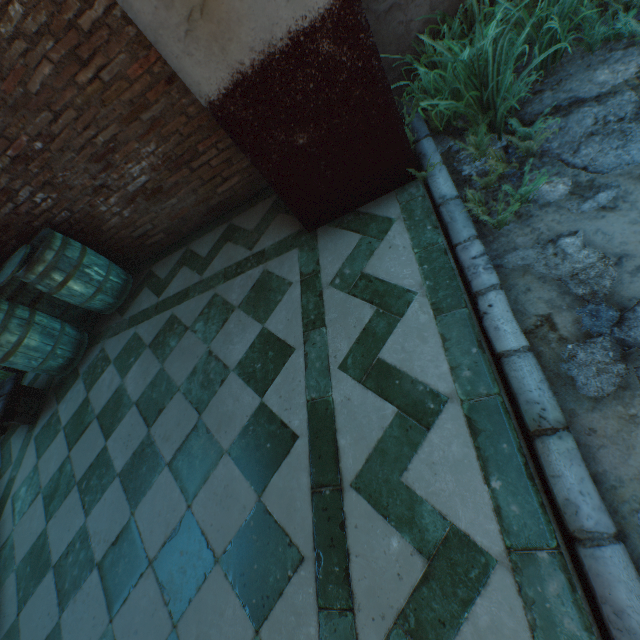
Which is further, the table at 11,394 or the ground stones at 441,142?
the table at 11,394

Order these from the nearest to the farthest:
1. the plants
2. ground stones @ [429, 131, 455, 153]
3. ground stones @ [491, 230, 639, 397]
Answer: ground stones @ [491, 230, 639, 397], the plants, ground stones @ [429, 131, 455, 153]

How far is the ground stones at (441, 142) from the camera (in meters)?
2.47

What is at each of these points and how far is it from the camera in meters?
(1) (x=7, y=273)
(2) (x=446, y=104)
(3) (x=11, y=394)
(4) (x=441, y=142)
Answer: (1) barrel lid, 3.6 m
(2) plants, 2.0 m
(3) table, 3.8 m
(4) ground stones, 2.5 m

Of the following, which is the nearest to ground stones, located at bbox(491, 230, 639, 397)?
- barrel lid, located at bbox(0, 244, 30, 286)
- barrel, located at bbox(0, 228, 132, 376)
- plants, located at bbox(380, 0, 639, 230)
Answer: plants, located at bbox(380, 0, 639, 230)

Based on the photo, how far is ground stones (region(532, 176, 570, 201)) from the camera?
1.9 meters

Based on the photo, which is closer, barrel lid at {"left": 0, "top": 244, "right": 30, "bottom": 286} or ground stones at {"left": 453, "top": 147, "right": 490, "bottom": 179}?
ground stones at {"left": 453, "top": 147, "right": 490, "bottom": 179}
